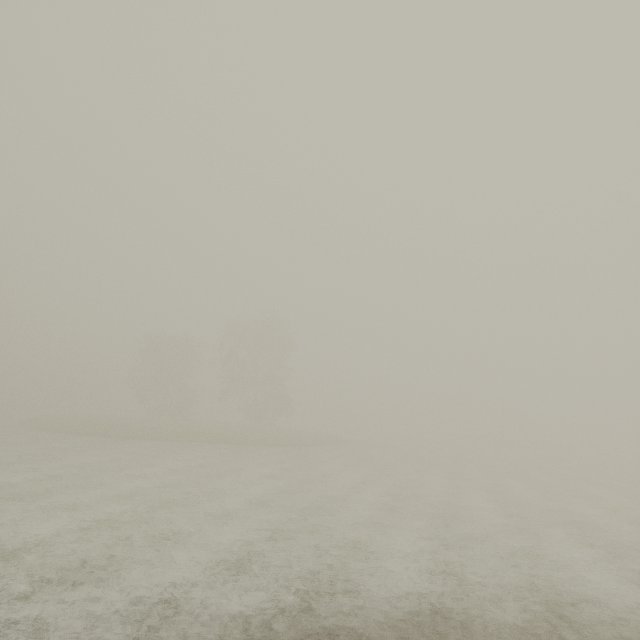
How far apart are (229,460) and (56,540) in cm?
1412
